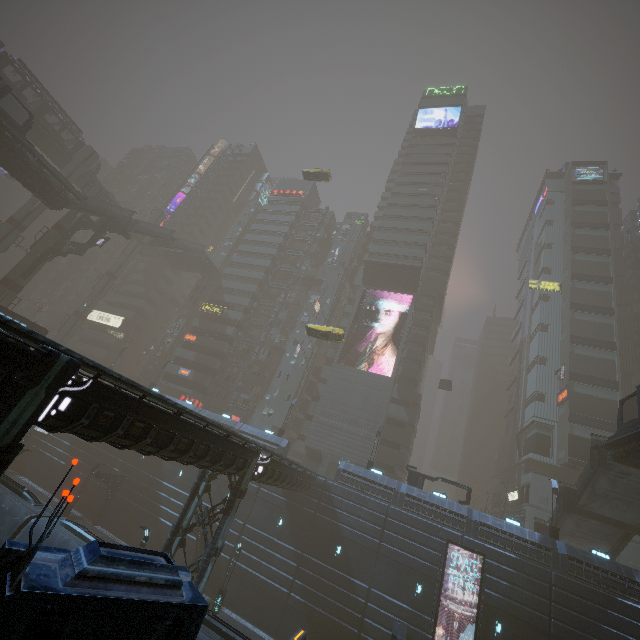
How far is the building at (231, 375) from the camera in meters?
52.7

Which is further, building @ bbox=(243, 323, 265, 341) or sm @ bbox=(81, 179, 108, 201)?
building @ bbox=(243, 323, 265, 341)

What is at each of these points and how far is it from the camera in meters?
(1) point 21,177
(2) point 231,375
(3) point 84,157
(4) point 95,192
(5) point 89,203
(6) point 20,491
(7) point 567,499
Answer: (1) building, 34.3
(2) building, 53.3
(3) sm, 52.5
(4) sm, 45.1
(5) stairs, 39.9
(6) train, 18.4
(7) stairs, 27.9

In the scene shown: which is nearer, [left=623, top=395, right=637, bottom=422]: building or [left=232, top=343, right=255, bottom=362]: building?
[left=623, top=395, right=637, bottom=422]: building

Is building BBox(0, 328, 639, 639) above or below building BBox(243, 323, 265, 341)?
below

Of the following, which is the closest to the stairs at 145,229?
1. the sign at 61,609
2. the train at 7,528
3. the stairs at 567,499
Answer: the train at 7,528

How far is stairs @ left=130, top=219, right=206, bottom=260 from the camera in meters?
47.1
